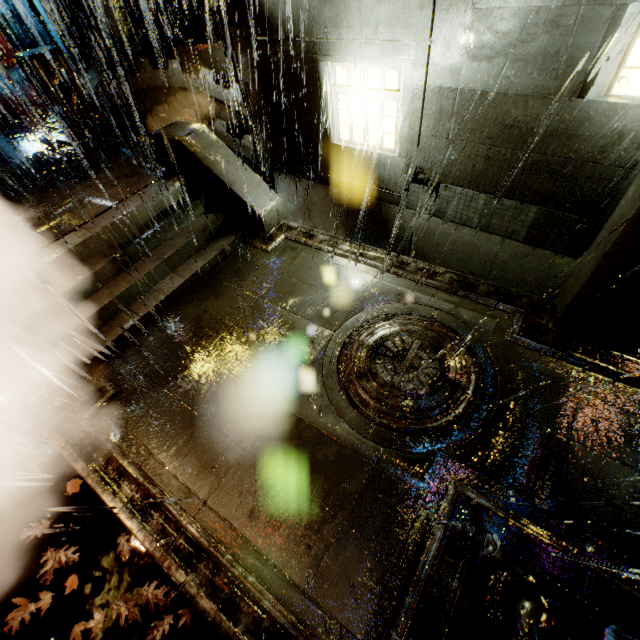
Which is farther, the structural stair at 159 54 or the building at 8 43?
the building at 8 43

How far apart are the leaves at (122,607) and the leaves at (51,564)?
0.69m

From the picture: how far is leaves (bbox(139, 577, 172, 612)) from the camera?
4.23m

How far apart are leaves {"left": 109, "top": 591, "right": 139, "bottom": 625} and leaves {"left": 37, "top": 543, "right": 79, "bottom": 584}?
0.69m

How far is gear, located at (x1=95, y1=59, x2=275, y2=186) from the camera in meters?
11.5 m

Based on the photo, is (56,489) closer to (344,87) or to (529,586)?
(529,586)

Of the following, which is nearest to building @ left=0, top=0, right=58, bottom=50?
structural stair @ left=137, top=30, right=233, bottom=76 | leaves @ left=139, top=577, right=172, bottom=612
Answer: structural stair @ left=137, top=30, right=233, bottom=76

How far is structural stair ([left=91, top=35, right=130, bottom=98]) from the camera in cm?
1173
